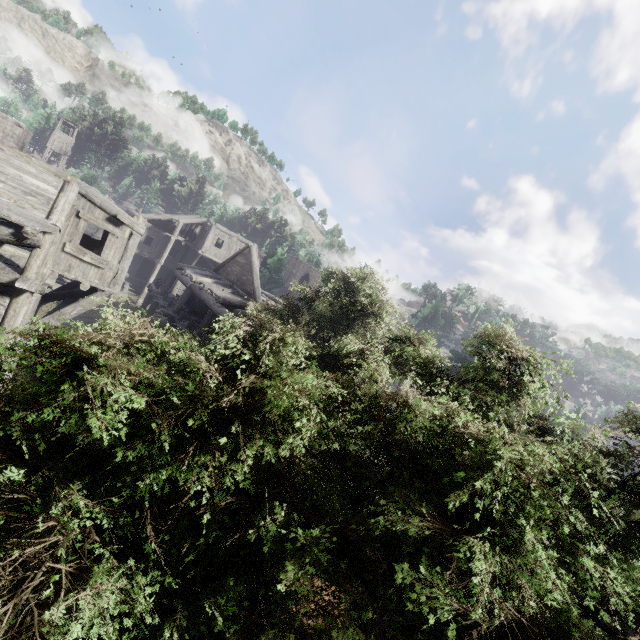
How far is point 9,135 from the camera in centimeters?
3039cm

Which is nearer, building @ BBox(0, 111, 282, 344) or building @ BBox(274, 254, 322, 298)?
building @ BBox(0, 111, 282, 344)

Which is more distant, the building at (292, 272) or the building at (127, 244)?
the building at (292, 272)

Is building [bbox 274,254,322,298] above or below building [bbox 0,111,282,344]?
above

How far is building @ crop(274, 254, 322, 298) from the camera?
53.0 meters

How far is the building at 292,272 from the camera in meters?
53.0
